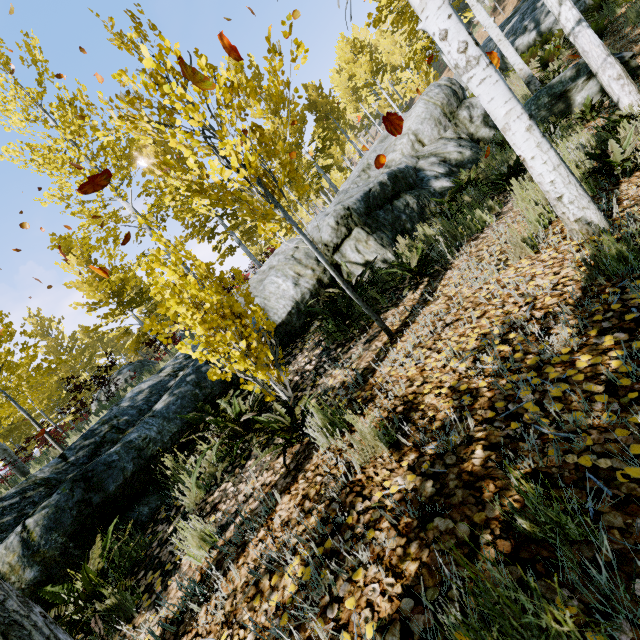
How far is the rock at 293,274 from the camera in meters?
5.2 m

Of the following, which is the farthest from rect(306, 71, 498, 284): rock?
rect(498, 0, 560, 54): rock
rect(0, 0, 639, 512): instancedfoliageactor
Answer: rect(498, 0, 560, 54): rock

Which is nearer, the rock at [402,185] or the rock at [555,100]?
the rock at [402,185]

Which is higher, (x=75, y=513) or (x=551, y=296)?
(x=75, y=513)

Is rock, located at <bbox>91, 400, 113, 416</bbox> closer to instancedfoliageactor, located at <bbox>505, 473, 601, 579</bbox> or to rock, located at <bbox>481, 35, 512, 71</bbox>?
instancedfoliageactor, located at <bbox>505, 473, 601, 579</bbox>

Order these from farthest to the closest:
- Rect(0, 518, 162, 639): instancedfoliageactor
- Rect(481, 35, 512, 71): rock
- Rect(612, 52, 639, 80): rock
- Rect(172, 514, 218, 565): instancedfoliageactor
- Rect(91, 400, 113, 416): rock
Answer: Rect(481, 35, 512, 71): rock
Rect(91, 400, 113, 416): rock
Rect(612, 52, 639, 80): rock
Rect(172, 514, 218, 565): instancedfoliageactor
Rect(0, 518, 162, 639): instancedfoliageactor
